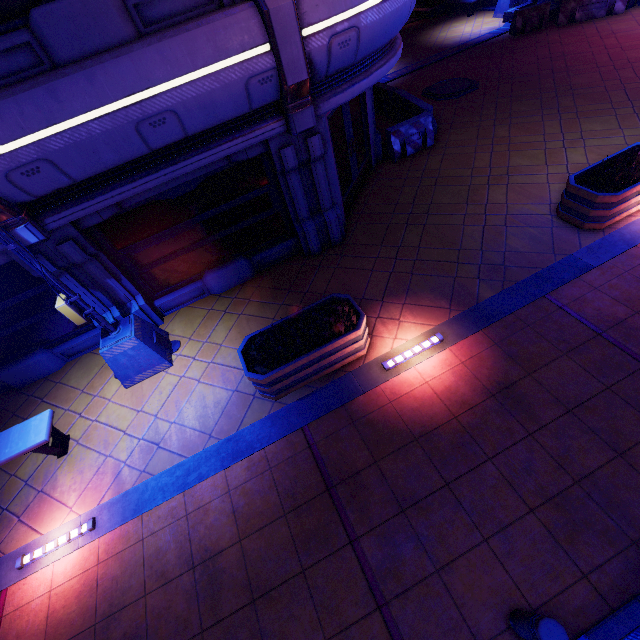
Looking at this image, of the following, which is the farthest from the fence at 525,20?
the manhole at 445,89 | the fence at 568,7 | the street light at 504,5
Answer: the manhole at 445,89

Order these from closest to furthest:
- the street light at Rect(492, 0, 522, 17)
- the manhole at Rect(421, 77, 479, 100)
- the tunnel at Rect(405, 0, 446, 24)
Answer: the manhole at Rect(421, 77, 479, 100), the street light at Rect(492, 0, 522, 17), the tunnel at Rect(405, 0, 446, 24)

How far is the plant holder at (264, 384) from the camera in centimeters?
523cm

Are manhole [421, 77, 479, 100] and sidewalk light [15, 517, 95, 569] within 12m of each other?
no

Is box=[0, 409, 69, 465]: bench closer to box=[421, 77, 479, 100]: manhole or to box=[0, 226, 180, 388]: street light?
box=[0, 226, 180, 388]: street light

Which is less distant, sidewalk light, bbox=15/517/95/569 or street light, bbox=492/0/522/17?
sidewalk light, bbox=15/517/95/569

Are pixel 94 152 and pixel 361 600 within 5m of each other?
no

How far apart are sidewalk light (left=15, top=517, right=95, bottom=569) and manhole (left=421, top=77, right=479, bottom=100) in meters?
16.1 m
